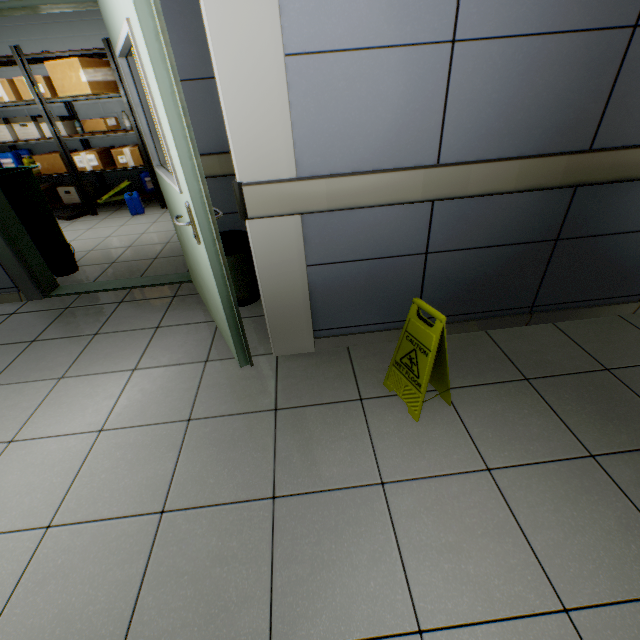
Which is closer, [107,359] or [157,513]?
[157,513]

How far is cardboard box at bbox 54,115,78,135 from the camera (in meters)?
5.02

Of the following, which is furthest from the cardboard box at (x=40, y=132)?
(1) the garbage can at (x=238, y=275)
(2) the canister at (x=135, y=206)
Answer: (1) the garbage can at (x=238, y=275)

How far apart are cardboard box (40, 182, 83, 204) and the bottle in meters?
2.5 m

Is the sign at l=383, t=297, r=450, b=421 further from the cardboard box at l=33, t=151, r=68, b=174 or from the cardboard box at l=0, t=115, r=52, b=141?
the cardboard box at l=0, t=115, r=52, b=141

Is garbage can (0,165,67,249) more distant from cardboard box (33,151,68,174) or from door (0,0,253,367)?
cardboard box (33,151,68,174)

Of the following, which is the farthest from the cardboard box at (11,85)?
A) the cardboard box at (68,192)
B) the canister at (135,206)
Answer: the canister at (135,206)

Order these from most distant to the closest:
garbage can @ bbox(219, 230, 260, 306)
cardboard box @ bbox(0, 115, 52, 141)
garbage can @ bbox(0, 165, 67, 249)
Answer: cardboard box @ bbox(0, 115, 52, 141)
garbage can @ bbox(0, 165, 67, 249)
garbage can @ bbox(219, 230, 260, 306)
